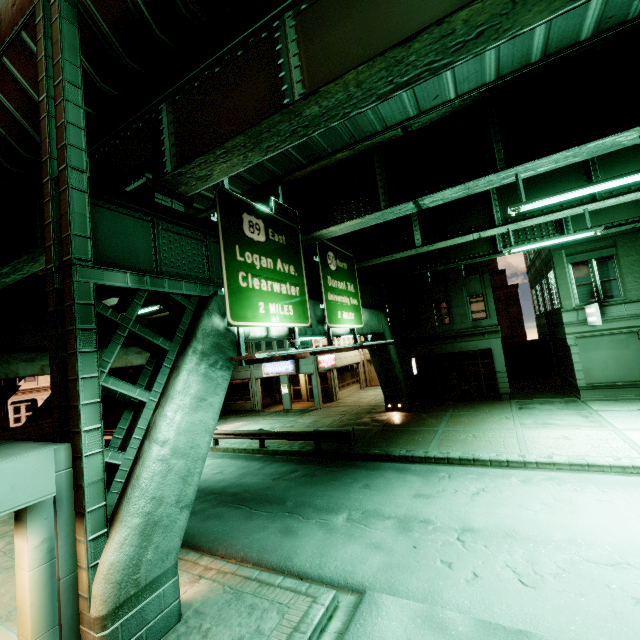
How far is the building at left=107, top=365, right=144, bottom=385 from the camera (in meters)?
27.84

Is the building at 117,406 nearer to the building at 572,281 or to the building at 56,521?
the building at 56,521

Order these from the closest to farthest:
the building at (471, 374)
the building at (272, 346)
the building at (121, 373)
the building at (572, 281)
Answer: the building at (572, 281) → the building at (471, 374) → the building at (121, 373) → the building at (272, 346)

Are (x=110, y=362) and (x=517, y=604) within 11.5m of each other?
yes

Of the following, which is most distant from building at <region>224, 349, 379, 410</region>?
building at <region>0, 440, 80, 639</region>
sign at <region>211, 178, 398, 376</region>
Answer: building at <region>0, 440, 80, 639</region>

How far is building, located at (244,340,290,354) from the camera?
29.09m

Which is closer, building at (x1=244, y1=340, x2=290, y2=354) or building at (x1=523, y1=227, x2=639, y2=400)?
building at (x1=523, y1=227, x2=639, y2=400)

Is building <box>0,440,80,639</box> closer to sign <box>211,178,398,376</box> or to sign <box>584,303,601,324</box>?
sign <box>211,178,398,376</box>
